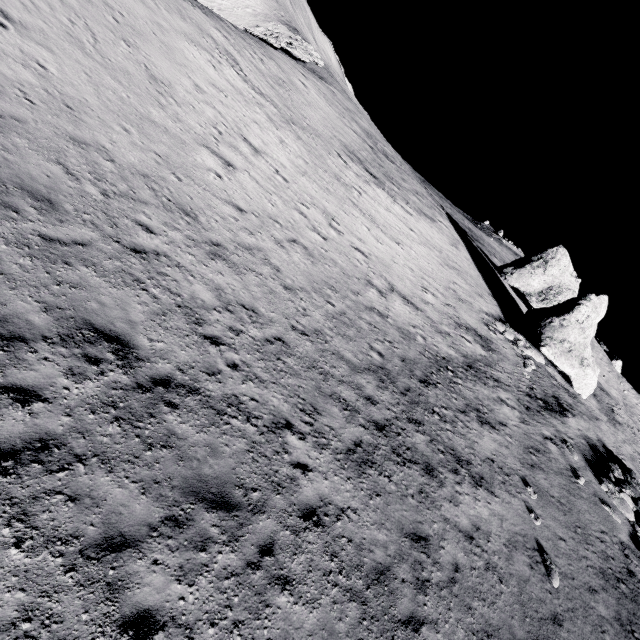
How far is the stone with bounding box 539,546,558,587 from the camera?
10.6 meters

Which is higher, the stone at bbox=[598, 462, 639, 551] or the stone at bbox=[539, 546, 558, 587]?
the stone at bbox=[598, 462, 639, 551]

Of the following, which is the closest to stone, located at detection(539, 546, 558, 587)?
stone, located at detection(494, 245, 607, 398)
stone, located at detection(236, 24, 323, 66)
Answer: stone, located at detection(494, 245, 607, 398)

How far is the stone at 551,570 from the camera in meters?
10.6 m

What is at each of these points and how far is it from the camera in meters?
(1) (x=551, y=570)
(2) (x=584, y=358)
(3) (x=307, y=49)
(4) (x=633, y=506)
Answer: (1) stone, 10.8
(2) stone, 22.7
(3) stone, 45.6
(4) stone, 16.3

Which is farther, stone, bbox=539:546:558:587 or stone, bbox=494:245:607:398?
→ stone, bbox=494:245:607:398

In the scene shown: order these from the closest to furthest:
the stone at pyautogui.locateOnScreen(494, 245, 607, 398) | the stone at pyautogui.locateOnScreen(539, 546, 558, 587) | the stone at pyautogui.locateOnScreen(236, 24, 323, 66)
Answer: the stone at pyautogui.locateOnScreen(539, 546, 558, 587)
the stone at pyautogui.locateOnScreen(494, 245, 607, 398)
the stone at pyautogui.locateOnScreen(236, 24, 323, 66)

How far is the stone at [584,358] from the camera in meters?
22.9 m
